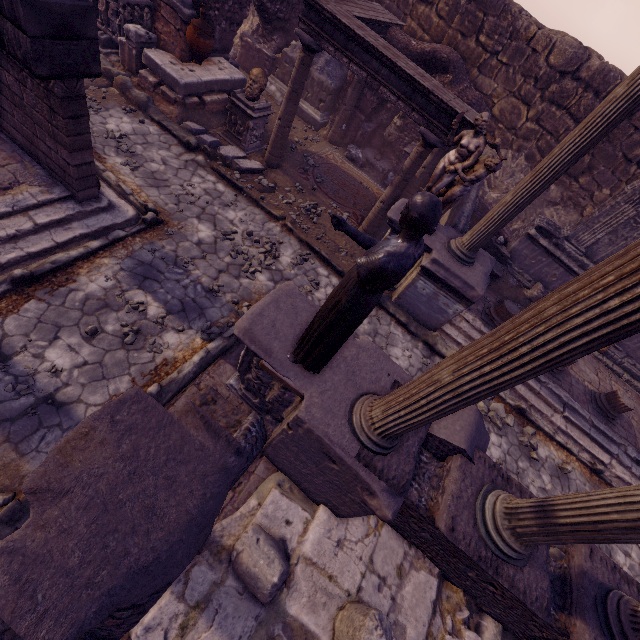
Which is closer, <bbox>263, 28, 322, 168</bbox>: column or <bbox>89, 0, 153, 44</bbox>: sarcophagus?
<bbox>263, 28, 322, 168</bbox>: column

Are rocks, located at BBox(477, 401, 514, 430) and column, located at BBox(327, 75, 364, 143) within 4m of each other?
no

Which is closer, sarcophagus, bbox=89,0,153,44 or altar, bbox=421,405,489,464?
altar, bbox=421,405,489,464

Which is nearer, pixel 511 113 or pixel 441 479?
pixel 441 479

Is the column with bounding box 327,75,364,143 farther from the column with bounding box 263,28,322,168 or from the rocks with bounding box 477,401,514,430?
the rocks with bounding box 477,401,514,430

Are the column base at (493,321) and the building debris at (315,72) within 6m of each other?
no

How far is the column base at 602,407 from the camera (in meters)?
7.81

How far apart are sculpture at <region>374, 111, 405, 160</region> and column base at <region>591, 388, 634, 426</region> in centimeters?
971cm
